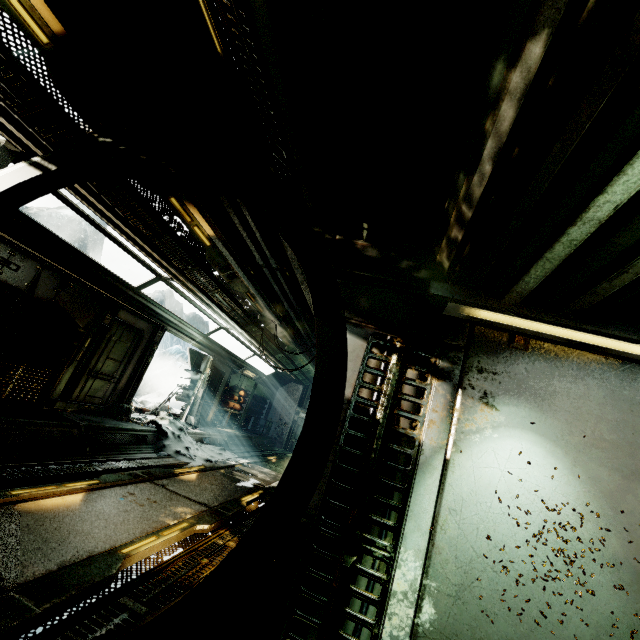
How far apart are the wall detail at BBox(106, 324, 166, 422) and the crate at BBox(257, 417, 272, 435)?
11.0m

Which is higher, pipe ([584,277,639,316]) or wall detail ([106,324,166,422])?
pipe ([584,277,639,316])

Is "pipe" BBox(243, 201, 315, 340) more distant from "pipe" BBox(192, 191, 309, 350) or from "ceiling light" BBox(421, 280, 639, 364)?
"ceiling light" BBox(421, 280, 639, 364)

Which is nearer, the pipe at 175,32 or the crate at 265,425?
the pipe at 175,32

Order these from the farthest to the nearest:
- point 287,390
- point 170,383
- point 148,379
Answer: point 170,383, point 148,379, point 287,390

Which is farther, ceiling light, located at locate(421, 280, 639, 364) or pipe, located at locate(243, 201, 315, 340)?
pipe, located at locate(243, 201, 315, 340)

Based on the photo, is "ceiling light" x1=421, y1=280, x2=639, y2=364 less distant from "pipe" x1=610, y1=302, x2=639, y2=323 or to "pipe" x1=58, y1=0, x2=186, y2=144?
"pipe" x1=610, y1=302, x2=639, y2=323

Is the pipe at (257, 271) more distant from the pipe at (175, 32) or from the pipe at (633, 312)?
the pipe at (633, 312)
